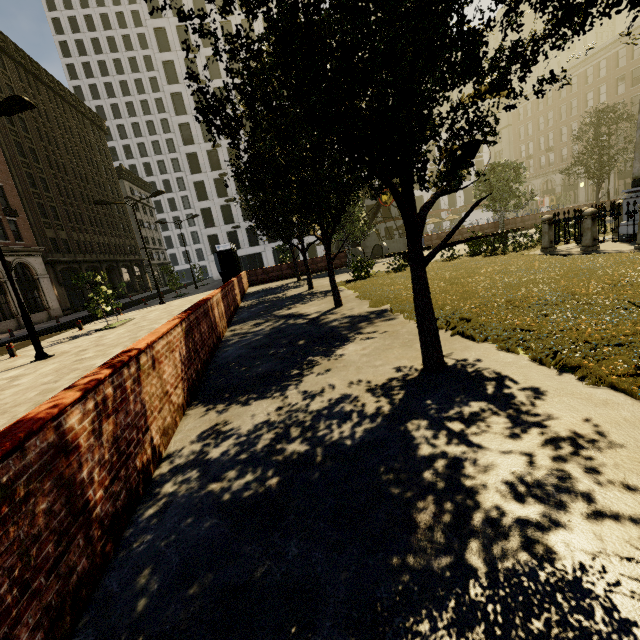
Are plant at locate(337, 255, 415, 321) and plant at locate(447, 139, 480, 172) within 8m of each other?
yes

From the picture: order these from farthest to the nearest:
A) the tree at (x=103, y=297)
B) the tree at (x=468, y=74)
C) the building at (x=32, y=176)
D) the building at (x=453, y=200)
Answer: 1. the building at (x=453, y=200)
2. the building at (x=32, y=176)
3. the tree at (x=103, y=297)
4. the tree at (x=468, y=74)

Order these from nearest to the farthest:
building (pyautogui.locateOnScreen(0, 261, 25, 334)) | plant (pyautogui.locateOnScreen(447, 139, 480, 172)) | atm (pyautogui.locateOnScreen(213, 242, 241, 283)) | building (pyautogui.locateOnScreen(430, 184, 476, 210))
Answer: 1. plant (pyautogui.locateOnScreen(447, 139, 480, 172))
2. atm (pyautogui.locateOnScreen(213, 242, 241, 283))
3. building (pyautogui.locateOnScreen(0, 261, 25, 334))
4. building (pyautogui.locateOnScreen(430, 184, 476, 210))

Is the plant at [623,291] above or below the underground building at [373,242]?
below

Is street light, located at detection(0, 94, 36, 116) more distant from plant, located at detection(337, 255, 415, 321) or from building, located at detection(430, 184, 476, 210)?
building, located at detection(430, 184, 476, 210)

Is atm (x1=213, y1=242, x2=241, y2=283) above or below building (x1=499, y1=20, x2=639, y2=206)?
below

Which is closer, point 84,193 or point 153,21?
point 84,193

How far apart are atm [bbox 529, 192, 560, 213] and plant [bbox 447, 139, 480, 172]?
60.88m
